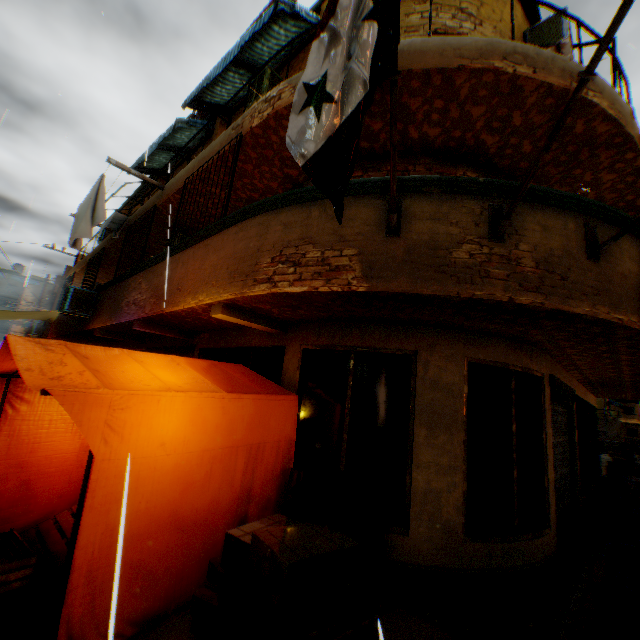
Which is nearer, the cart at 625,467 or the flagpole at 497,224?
the flagpole at 497,224

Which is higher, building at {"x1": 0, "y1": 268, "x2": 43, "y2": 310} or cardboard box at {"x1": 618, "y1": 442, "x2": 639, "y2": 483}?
building at {"x1": 0, "y1": 268, "x2": 43, "y2": 310}

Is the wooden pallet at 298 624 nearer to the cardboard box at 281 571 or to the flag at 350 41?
the cardboard box at 281 571

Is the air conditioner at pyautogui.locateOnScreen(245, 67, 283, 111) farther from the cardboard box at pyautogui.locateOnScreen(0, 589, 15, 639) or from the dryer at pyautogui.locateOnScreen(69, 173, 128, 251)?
the cardboard box at pyautogui.locateOnScreen(0, 589, 15, 639)

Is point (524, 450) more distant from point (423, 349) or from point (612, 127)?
point (612, 127)

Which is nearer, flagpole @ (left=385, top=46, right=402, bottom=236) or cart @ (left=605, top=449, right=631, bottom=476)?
flagpole @ (left=385, top=46, right=402, bottom=236)

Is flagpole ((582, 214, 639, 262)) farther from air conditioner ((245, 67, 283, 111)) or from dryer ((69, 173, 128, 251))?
air conditioner ((245, 67, 283, 111))

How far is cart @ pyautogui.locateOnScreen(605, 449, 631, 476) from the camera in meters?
11.0 m
